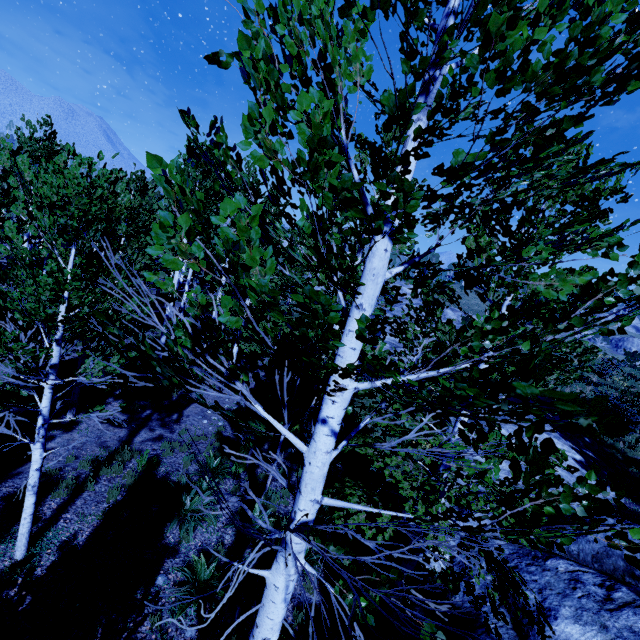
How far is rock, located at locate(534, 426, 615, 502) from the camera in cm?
1155

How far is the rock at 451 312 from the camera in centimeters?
3519cm

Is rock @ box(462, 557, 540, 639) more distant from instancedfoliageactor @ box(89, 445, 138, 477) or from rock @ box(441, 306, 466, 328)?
rock @ box(441, 306, 466, 328)

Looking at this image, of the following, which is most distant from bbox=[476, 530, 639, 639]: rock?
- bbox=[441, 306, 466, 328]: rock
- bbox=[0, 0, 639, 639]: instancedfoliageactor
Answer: bbox=[441, 306, 466, 328]: rock

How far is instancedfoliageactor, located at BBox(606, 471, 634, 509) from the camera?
1.4m

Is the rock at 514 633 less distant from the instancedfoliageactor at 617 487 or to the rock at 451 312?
the instancedfoliageactor at 617 487

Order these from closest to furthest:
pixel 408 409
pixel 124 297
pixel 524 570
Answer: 1. pixel 408 409
2. pixel 524 570
3. pixel 124 297
